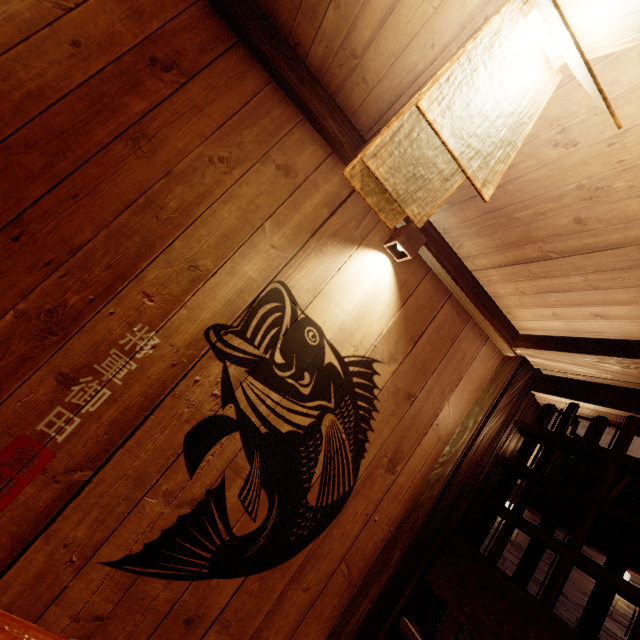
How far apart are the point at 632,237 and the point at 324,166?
2.5m

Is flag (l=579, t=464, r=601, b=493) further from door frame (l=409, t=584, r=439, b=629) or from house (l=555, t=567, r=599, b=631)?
house (l=555, t=567, r=599, b=631)

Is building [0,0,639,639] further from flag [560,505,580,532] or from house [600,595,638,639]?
house [600,595,638,639]

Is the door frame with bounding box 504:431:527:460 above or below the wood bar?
below

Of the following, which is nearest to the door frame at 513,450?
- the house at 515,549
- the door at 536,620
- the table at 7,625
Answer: the door at 536,620

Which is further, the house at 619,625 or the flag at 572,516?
the house at 619,625

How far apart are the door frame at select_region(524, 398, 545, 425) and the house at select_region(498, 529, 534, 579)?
9.0m

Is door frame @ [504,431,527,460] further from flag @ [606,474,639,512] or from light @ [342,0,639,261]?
light @ [342,0,639,261]
